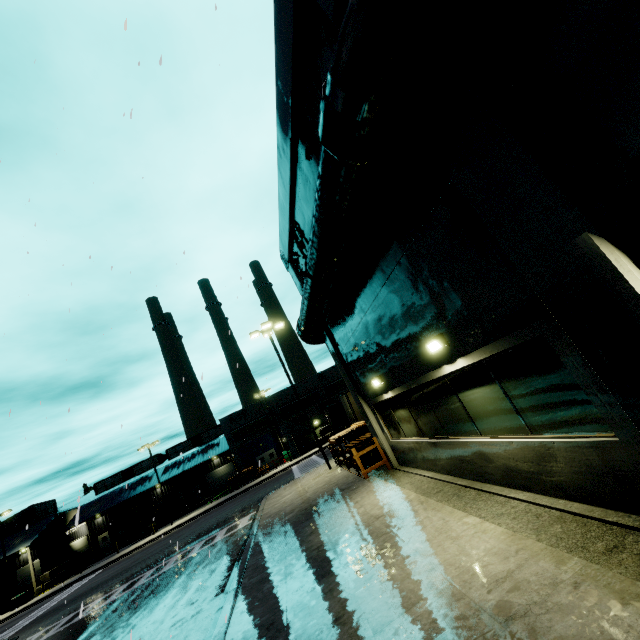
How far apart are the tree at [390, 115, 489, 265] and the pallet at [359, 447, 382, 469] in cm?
1148

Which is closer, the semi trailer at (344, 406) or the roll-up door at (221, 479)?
the semi trailer at (344, 406)

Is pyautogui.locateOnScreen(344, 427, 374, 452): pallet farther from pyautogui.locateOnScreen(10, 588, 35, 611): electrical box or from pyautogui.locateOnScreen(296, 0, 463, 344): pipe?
pyautogui.locateOnScreen(10, 588, 35, 611): electrical box

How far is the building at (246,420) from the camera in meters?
48.7

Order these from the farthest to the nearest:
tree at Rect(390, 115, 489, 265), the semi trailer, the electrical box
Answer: the electrical box
the semi trailer
tree at Rect(390, 115, 489, 265)

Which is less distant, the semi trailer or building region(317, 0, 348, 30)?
building region(317, 0, 348, 30)

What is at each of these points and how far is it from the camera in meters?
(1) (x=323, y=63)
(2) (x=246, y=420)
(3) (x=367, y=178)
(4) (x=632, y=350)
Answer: (1) building, 6.6
(2) building, 50.3
(3) pipe, 5.5
(4) building, 3.2
